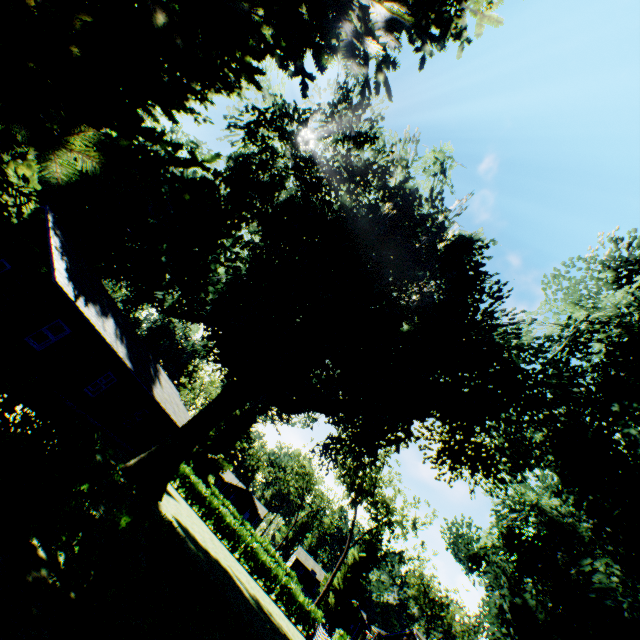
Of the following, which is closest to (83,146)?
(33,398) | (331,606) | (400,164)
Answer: (33,398)

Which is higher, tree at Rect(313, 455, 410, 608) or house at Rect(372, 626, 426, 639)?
tree at Rect(313, 455, 410, 608)

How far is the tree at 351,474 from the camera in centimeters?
3928cm

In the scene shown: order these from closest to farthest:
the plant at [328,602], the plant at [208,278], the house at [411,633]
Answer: the plant at [208,278] → the house at [411,633] → the plant at [328,602]

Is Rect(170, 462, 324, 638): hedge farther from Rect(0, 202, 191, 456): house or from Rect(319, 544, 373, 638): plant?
Rect(319, 544, 373, 638): plant

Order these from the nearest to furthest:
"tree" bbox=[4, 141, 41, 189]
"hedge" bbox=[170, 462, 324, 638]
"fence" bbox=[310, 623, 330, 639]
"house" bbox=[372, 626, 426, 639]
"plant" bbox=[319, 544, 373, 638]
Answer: "tree" bbox=[4, 141, 41, 189]
"fence" bbox=[310, 623, 330, 639]
"hedge" bbox=[170, 462, 324, 638]
"house" bbox=[372, 626, 426, 639]
"plant" bbox=[319, 544, 373, 638]

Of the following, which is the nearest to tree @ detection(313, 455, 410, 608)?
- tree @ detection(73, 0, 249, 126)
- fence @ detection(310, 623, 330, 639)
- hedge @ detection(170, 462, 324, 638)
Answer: fence @ detection(310, 623, 330, 639)

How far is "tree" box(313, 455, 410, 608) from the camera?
39.3 meters
